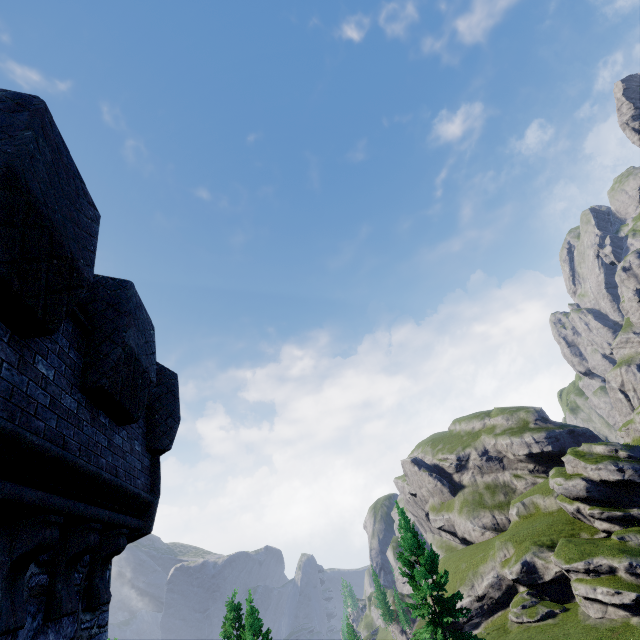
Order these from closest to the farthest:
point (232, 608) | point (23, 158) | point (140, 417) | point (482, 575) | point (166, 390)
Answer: point (23, 158)
point (140, 417)
point (166, 390)
point (232, 608)
point (482, 575)
